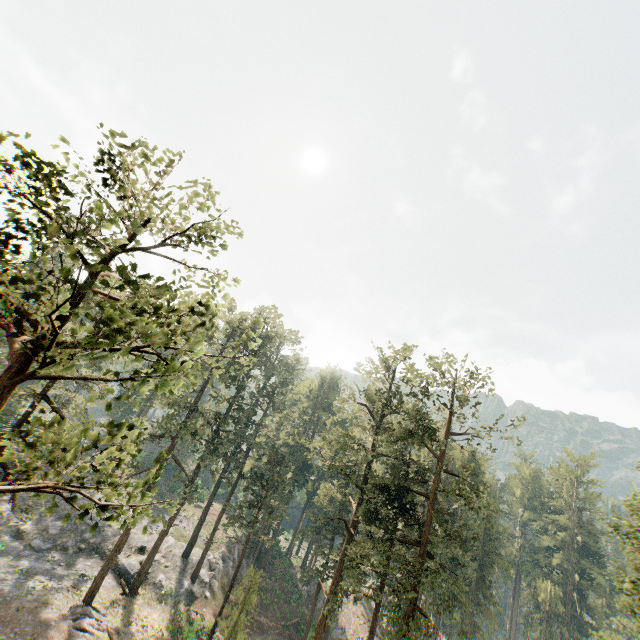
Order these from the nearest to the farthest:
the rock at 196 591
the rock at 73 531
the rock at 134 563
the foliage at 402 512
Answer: the foliage at 402 512, the rock at 73 531, the rock at 134 563, the rock at 196 591

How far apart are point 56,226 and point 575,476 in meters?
77.5 m

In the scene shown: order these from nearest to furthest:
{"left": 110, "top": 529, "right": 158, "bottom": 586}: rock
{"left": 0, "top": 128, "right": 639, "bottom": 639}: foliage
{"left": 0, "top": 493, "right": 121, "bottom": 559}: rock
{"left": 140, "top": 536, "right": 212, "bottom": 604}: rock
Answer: {"left": 0, "top": 128, "right": 639, "bottom": 639}: foliage
{"left": 0, "top": 493, "right": 121, "bottom": 559}: rock
{"left": 110, "top": 529, "right": 158, "bottom": 586}: rock
{"left": 140, "top": 536, "right": 212, "bottom": 604}: rock

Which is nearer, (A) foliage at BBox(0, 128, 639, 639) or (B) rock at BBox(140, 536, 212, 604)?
(A) foliage at BBox(0, 128, 639, 639)

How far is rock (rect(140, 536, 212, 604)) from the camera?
33.7 meters

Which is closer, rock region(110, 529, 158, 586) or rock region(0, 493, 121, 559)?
rock region(0, 493, 121, 559)

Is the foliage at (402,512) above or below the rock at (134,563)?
above
